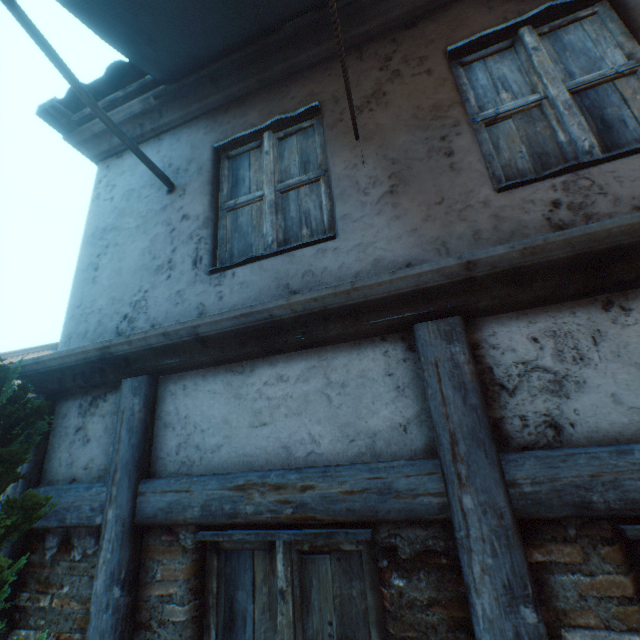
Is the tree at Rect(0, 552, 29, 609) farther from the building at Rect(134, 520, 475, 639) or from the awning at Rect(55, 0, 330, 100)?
the awning at Rect(55, 0, 330, 100)

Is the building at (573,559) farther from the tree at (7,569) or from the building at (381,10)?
the tree at (7,569)

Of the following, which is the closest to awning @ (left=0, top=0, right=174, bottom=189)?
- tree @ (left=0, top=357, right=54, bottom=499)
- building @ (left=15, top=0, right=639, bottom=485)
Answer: building @ (left=15, top=0, right=639, bottom=485)

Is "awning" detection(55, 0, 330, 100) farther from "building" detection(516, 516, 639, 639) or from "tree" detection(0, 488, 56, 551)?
"building" detection(516, 516, 639, 639)

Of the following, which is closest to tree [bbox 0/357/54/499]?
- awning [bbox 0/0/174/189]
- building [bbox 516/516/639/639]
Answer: awning [bbox 0/0/174/189]

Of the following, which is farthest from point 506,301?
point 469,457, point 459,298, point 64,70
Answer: point 64,70

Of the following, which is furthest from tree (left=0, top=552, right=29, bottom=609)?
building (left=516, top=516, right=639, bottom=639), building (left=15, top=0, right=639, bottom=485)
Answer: building (left=516, top=516, right=639, bottom=639)

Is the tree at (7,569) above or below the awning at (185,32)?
below
